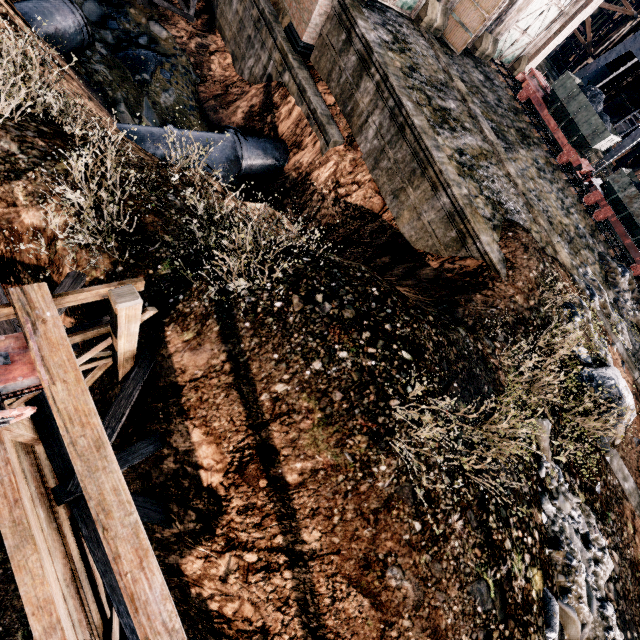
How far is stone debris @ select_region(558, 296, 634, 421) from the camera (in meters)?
10.13

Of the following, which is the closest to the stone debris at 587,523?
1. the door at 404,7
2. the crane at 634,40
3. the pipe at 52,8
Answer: the door at 404,7

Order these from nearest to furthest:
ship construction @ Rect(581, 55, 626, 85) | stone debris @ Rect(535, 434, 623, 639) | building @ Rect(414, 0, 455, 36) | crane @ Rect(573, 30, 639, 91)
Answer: stone debris @ Rect(535, 434, 623, 639)
building @ Rect(414, 0, 455, 36)
crane @ Rect(573, 30, 639, 91)
ship construction @ Rect(581, 55, 626, 85)

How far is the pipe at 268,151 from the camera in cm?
1342

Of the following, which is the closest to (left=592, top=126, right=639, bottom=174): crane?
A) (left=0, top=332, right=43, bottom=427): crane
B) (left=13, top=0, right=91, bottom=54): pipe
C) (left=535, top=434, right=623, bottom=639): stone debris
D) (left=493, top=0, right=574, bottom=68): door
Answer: (left=493, top=0, right=574, bottom=68): door

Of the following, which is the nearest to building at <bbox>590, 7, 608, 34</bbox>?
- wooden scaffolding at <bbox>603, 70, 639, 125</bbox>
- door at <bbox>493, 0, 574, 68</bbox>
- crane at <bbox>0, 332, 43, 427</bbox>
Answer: door at <bbox>493, 0, 574, 68</bbox>

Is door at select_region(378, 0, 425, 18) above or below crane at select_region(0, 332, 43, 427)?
above

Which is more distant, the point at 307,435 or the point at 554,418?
the point at 554,418
